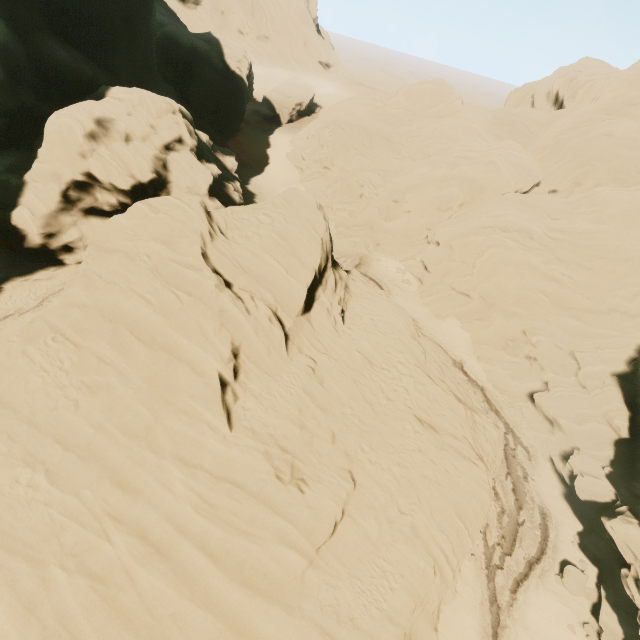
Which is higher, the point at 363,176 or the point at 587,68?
the point at 587,68
